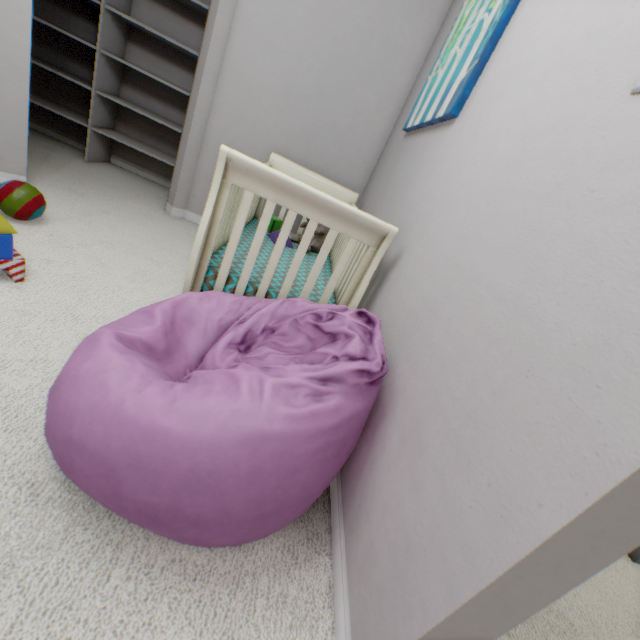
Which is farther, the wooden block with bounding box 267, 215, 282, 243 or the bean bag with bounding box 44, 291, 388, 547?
the wooden block with bounding box 267, 215, 282, 243

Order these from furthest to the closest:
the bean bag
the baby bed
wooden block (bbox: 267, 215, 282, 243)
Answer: wooden block (bbox: 267, 215, 282, 243)
the baby bed
the bean bag

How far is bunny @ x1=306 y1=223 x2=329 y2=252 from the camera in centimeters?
212cm

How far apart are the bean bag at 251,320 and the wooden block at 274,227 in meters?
0.8 m

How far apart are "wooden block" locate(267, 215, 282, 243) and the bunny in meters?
0.1 m

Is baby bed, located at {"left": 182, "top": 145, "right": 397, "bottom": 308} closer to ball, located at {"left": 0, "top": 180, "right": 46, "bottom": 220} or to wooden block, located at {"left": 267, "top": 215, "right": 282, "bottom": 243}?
wooden block, located at {"left": 267, "top": 215, "right": 282, "bottom": 243}

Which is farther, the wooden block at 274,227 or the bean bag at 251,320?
the wooden block at 274,227

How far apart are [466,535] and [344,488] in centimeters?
52cm
